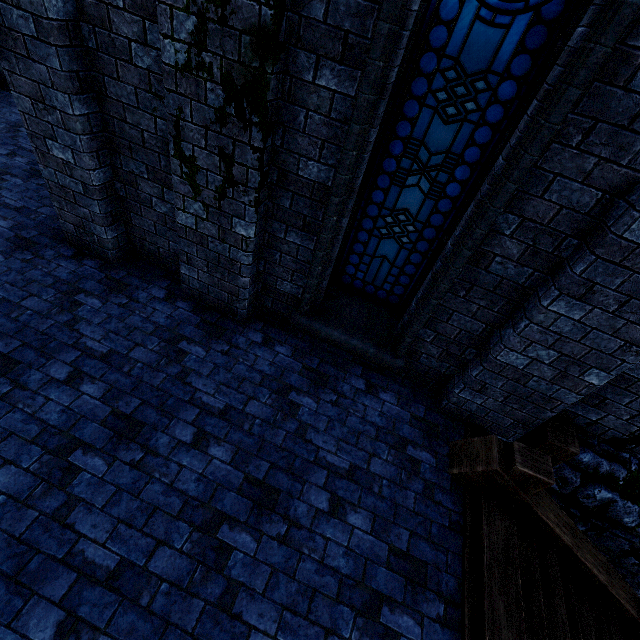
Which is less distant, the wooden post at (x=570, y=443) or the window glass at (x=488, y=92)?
the window glass at (x=488, y=92)

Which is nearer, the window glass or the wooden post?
the window glass

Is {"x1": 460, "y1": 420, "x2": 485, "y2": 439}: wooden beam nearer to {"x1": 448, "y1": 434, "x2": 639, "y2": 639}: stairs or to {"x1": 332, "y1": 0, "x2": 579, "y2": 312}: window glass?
{"x1": 448, "y1": 434, "x2": 639, "y2": 639}: stairs

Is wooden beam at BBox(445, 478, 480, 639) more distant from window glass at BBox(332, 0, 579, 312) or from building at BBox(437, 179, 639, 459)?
window glass at BBox(332, 0, 579, 312)

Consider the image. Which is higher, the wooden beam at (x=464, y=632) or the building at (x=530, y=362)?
the building at (x=530, y=362)

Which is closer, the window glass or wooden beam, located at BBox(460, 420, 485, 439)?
the window glass

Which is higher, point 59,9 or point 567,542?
point 59,9
